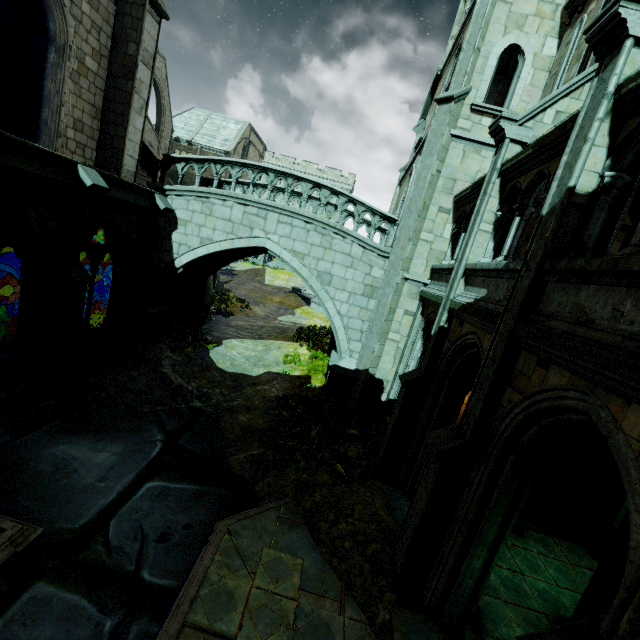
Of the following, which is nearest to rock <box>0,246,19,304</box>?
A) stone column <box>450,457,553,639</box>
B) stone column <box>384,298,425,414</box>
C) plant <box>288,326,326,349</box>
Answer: plant <box>288,326,326,349</box>

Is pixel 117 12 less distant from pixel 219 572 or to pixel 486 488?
pixel 219 572

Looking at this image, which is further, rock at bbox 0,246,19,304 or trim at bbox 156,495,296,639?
rock at bbox 0,246,19,304

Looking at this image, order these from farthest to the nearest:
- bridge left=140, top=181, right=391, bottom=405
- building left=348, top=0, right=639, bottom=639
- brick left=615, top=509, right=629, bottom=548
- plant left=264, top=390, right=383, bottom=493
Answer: bridge left=140, top=181, right=391, bottom=405
plant left=264, top=390, right=383, bottom=493
brick left=615, top=509, right=629, bottom=548
building left=348, top=0, right=639, bottom=639

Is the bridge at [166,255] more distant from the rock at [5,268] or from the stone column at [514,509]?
the stone column at [514,509]

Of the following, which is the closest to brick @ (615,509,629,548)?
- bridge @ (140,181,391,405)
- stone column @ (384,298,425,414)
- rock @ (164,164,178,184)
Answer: stone column @ (384,298,425,414)

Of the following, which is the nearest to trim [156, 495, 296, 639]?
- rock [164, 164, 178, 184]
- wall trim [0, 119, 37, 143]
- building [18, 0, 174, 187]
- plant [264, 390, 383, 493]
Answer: plant [264, 390, 383, 493]

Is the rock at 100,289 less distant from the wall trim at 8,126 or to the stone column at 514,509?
the wall trim at 8,126
